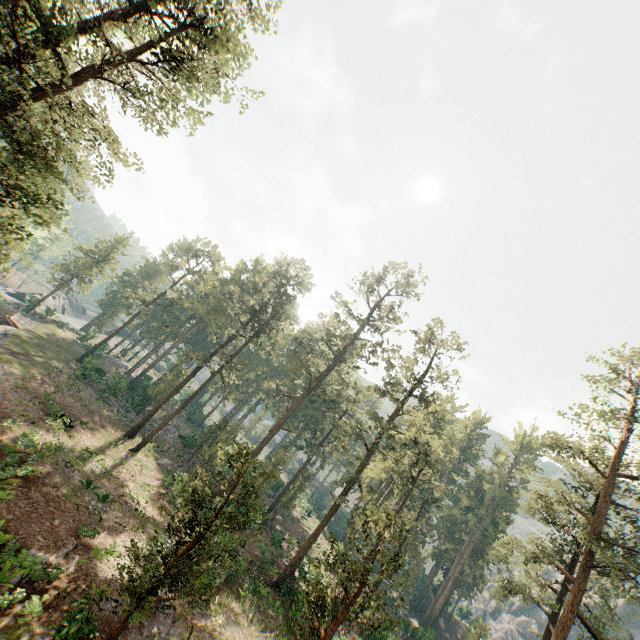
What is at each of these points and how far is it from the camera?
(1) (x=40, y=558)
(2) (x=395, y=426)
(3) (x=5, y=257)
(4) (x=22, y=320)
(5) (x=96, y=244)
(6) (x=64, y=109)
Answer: (1) foliage, 14.6 meters
(2) foliage, 28.4 meters
(3) foliage, 15.7 meters
(4) ground embankment, 43.2 meters
(5) foliage, 52.2 meters
(6) foliage, 13.6 meters

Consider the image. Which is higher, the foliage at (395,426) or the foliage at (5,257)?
the foliage at (395,426)

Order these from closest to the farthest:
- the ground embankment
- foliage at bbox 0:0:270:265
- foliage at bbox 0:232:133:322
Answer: foliage at bbox 0:0:270:265
the ground embankment
foliage at bbox 0:232:133:322

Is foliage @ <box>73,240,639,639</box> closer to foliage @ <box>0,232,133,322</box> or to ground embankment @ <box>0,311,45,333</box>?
foliage @ <box>0,232,133,322</box>

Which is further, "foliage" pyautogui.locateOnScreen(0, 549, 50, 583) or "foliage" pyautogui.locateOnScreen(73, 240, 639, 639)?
"foliage" pyautogui.locateOnScreen(73, 240, 639, 639)

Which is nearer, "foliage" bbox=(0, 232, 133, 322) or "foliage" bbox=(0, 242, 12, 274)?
"foliage" bbox=(0, 242, 12, 274)

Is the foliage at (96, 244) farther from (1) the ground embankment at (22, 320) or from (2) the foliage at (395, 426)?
(1) the ground embankment at (22, 320)
